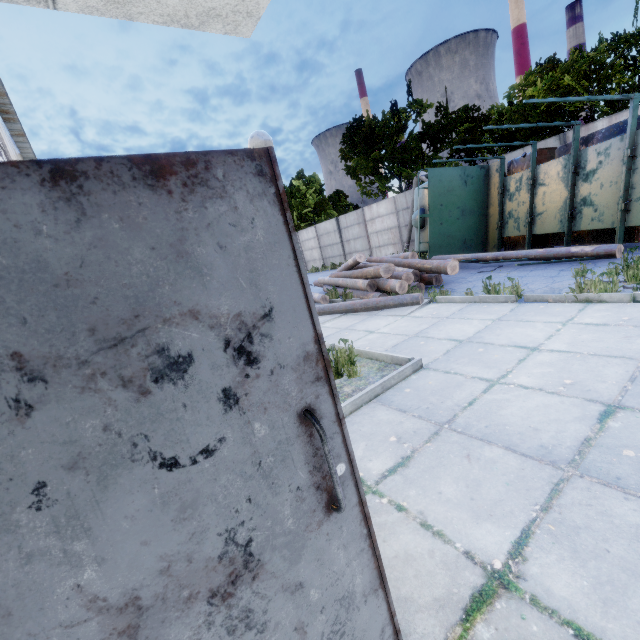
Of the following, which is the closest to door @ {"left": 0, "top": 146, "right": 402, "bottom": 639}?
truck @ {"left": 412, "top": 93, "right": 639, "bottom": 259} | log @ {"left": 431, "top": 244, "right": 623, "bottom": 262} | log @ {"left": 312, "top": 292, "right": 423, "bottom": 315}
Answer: log @ {"left": 312, "top": 292, "right": 423, "bottom": 315}

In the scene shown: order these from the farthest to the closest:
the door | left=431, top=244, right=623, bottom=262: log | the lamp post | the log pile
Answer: the log pile < left=431, top=244, right=623, bottom=262: log < the lamp post < the door

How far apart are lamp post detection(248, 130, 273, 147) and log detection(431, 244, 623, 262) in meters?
7.0

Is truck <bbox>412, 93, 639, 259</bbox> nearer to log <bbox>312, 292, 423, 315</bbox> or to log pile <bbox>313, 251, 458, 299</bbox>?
log pile <bbox>313, 251, 458, 299</bbox>

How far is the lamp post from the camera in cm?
387

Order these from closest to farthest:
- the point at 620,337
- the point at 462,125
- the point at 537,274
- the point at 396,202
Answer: the point at 620,337
the point at 537,274
the point at 396,202
the point at 462,125

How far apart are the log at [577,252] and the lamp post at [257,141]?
7.03m

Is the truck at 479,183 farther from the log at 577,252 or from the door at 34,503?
the door at 34,503
